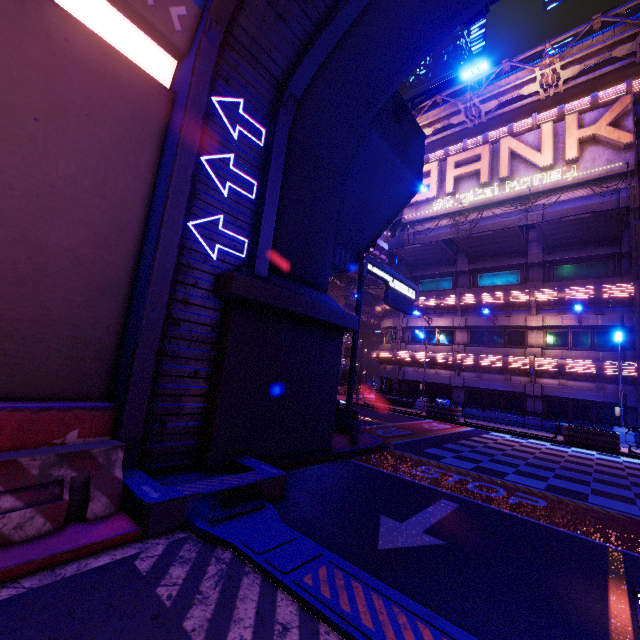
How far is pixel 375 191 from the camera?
13.1 meters

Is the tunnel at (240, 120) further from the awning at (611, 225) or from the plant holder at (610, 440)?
the plant holder at (610, 440)

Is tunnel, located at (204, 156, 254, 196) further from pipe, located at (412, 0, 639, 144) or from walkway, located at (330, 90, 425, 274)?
pipe, located at (412, 0, 639, 144)

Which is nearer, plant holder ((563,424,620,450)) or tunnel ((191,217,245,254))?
tunnel ((191,217,245,254))

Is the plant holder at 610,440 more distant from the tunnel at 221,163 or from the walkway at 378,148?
the tunnel at 221,163

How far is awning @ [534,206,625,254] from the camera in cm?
1816

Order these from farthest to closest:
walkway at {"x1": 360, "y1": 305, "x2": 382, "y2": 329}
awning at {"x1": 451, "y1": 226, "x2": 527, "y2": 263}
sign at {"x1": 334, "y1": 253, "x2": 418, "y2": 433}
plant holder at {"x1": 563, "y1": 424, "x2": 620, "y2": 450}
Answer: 1. walkway at {"x1": 360, "y1": 305, "x2": 382, "y2": 329}
2. awning at {"x1": 451, "y1": 226, "x2": 527, "y2": 263}
3. plant holder at {"x1": 563, "y1": 424, "x2": 620, "y2": 450}
4. sign at {"x1": 334, "y1": 253, "x2": 418, "y2": 433}

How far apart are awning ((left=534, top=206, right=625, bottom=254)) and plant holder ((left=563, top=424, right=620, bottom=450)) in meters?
11.5
